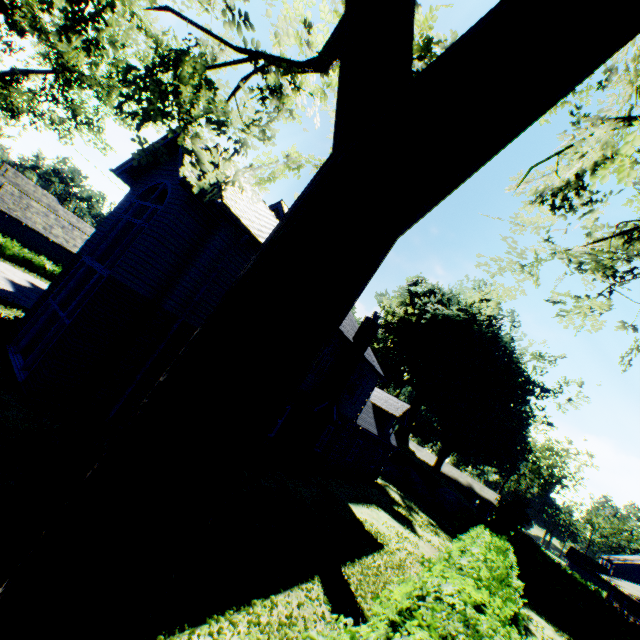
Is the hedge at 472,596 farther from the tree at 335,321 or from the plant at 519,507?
the plant at 519,507

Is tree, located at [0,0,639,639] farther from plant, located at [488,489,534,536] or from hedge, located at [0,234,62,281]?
hedge, located at [0,234,62,281]

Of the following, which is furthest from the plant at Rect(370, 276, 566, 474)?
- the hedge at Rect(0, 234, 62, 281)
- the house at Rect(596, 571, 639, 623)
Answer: the house at Rect(596, 571, 639, 623)

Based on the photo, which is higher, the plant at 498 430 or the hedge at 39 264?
the plant at 498 430

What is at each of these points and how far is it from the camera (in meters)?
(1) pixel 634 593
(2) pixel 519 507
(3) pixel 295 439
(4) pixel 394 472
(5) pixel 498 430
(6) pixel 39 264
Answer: (1) house, 30.42
(2) plant, 51.38
(3) chimney, 15.44
(4) rock, 36.97
(5) plant, 54.47
(6) hedge, 28.83

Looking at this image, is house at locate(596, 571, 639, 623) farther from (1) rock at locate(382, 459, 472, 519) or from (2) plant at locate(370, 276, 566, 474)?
(2) plant at locate(370, 276, 566, 474)

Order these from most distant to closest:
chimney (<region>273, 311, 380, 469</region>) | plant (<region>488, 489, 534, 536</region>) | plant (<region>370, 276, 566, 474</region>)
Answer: plant (<region>370, 276, 566, 474</region>) → plant (<region>488, 489, 534, 536</region>) → chimney (<region>273, 311, 380, 469</region>)

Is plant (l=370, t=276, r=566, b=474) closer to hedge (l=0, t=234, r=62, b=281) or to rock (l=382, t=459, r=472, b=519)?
rock (l=382, t=459, r=472, b=519)
